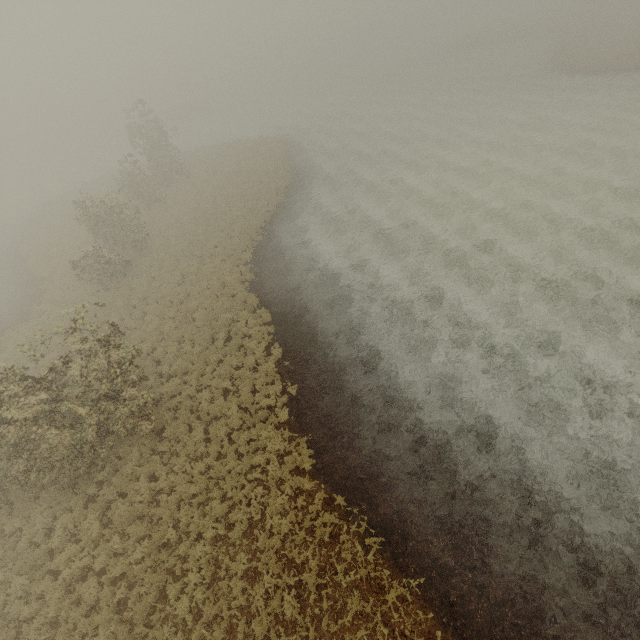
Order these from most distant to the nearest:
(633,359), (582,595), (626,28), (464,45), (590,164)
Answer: (464,45)
(626,28)
(590,164)
(633,359)
(582,595)
